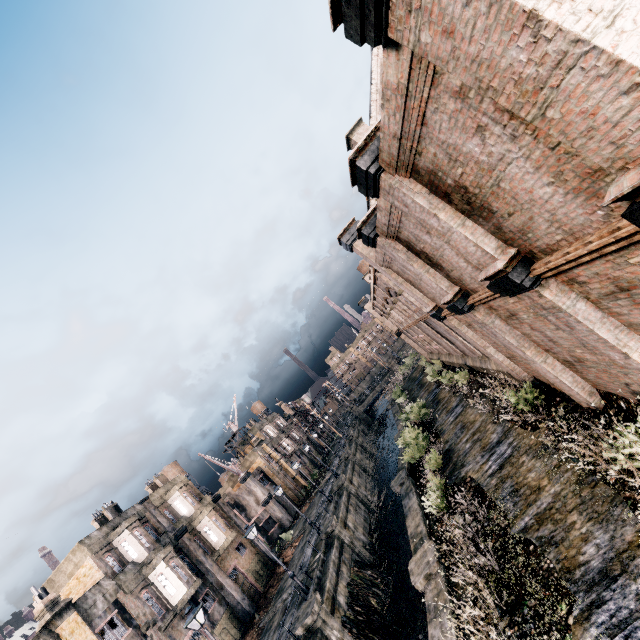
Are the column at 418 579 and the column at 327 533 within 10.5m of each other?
no

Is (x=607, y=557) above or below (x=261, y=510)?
below

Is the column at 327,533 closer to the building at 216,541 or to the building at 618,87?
the building at 216,541

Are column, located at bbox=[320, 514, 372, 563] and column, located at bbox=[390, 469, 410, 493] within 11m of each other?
yes

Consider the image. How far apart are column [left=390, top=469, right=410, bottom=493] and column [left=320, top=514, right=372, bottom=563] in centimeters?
721cm

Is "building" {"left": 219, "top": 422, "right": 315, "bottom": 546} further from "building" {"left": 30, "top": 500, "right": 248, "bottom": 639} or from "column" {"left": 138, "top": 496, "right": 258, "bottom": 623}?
"building" {"left": 30, "top": 500, "right": 248, "bottom": 639}

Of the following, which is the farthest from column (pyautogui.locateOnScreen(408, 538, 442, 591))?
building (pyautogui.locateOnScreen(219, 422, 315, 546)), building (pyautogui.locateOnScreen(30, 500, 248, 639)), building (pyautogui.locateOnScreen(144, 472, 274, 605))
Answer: building (pyautogui.locateOnScreen(219, 422, 315, 546))

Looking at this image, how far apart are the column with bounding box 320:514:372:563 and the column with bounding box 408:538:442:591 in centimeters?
1376cm
